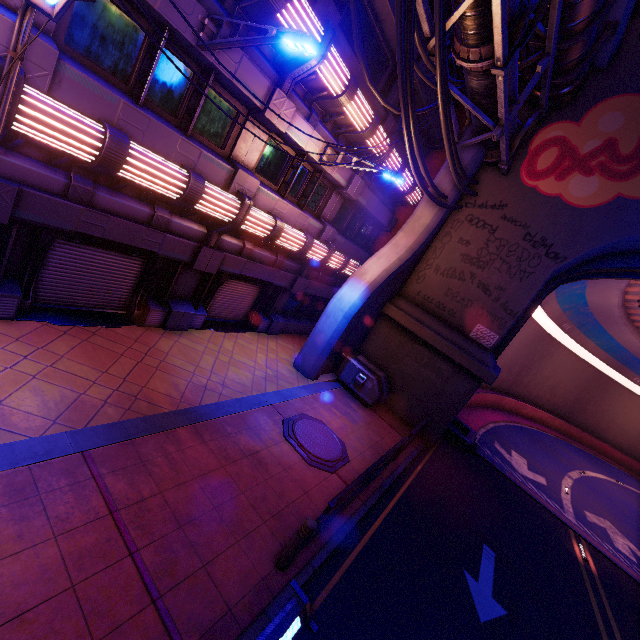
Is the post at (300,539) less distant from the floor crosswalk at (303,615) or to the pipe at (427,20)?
the floor crosswalk at (303,615)

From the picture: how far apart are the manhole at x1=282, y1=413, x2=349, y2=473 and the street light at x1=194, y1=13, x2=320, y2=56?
8.3m

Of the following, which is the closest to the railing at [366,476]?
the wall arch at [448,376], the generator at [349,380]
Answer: the generator at [349,380]

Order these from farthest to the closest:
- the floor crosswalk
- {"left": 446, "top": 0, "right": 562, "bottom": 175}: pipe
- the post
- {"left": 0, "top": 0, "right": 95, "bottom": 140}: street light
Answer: {"left": 446, "top": 0, "right": 562, "bottom": 175}: pipe, the post, the floor crosswalk, {"left": 0, "top": 0, "right": 95, "bottom": 140}: street light

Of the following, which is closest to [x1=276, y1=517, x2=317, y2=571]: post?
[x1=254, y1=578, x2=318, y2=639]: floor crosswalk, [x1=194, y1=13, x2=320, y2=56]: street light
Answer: [x1=254, y1=578, x2=318, y2=639]: floor crosswalk

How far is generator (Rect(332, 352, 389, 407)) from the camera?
13.0 meters

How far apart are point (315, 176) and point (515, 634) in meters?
14.2

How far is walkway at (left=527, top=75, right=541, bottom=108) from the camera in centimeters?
1135cm
